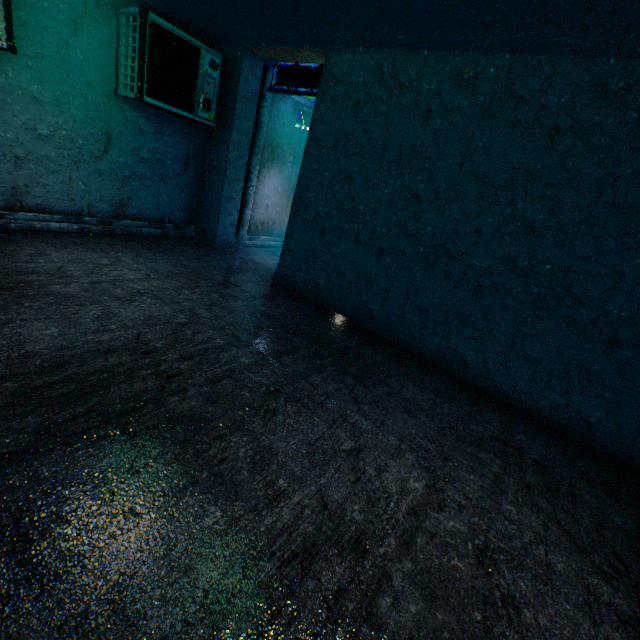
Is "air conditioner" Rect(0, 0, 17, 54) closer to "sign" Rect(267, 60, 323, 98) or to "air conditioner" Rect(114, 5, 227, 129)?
"air conditioner" Rect(114, 5, 227, 129)

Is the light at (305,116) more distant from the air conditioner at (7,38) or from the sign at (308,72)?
the air conditioner at (7,38)

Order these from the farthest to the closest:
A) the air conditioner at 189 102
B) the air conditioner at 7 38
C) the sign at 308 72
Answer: the sign at 308 72 < the air conditioner at 189 102 < the air conditioner at 7 38

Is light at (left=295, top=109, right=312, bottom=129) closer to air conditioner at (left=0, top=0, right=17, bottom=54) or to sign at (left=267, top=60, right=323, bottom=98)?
sign at (left=267, top=60, right=323, bottom=98)

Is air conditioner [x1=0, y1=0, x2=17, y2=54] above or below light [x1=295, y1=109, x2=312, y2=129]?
below

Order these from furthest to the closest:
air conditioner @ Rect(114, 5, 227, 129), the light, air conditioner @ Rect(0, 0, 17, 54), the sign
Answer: the light, the sign, air conditioner @ Rect(114, 5, 227, 129), air conditioner @ Rect(0, 0, 17, 54)

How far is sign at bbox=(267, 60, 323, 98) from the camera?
4.8m

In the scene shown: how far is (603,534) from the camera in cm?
209
